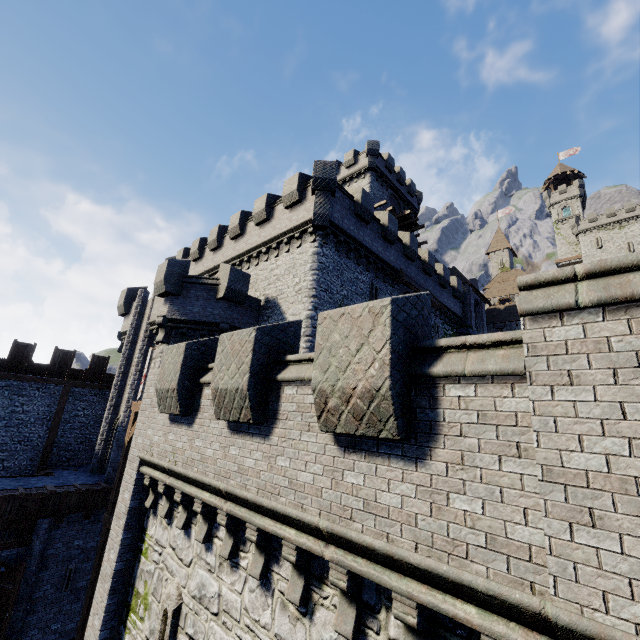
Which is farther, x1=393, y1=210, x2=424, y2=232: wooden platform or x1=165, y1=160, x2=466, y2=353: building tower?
x1=393, y1=210, x2=424, y2=232: wooden platform

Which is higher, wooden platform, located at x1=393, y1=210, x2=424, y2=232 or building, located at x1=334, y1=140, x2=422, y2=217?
building, located at x1=334, y1=140, x2=422, y2=217

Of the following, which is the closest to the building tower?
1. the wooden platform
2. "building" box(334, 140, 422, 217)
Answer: "building" box(334, 140, 422, 217)

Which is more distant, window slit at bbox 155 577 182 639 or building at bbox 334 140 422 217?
building at bbox 334 140 422 217

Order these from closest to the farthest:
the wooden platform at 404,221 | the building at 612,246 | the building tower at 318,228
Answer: the building tower at 318,228, the wooden platform at 404,221, the building at 612,246

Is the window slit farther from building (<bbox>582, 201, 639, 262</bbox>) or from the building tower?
building (<bbox>582, 201, 639, 262</bbox>)

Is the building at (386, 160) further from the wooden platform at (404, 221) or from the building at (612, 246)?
the building at (612, 246)

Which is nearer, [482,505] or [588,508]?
[588,508]
